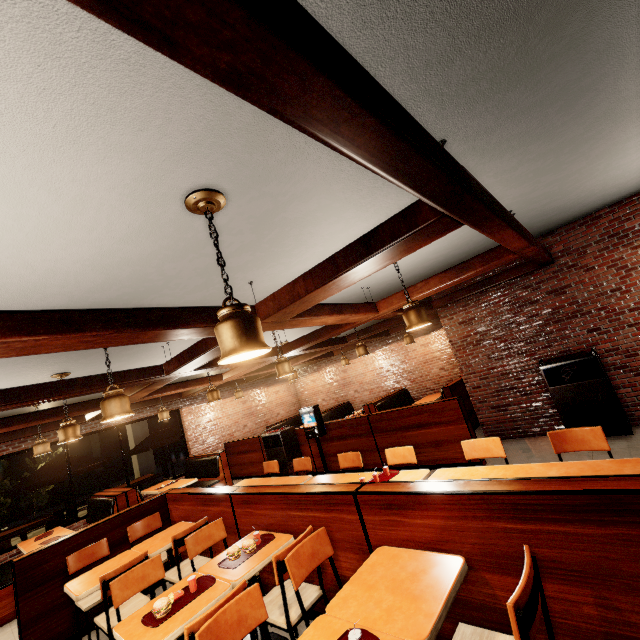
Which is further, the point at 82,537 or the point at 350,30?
the point at 82,537

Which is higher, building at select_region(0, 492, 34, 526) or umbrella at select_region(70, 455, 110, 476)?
umbrella at select_region(70, 455, 110, 476)

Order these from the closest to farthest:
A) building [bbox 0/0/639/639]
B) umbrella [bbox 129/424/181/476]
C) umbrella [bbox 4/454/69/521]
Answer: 1. building [bbox 0/0/639/639]
2. umbrella [bbox 4/454/69/521]
3. umbrella [bbox 129/424/181/476]

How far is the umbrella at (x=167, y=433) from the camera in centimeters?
987cm

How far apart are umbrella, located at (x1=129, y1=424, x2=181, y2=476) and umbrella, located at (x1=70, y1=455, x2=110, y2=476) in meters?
1.1 m

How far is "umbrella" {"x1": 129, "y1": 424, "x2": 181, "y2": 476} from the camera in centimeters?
987cm

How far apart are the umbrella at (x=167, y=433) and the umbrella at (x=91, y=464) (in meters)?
1.09

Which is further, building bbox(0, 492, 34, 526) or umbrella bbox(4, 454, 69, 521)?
building bbox(0, 492, 34, 526)
